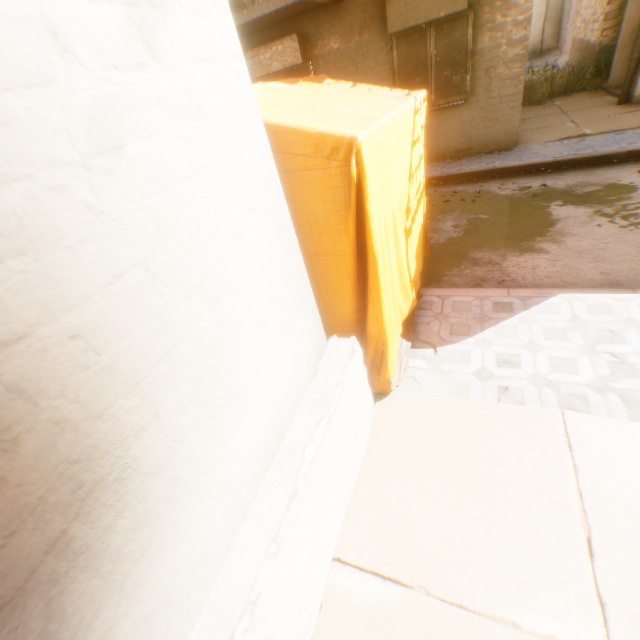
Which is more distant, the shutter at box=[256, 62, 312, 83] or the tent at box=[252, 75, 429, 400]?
the shutter at box=[256, 62, 312, 83]

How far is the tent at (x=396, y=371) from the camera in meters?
1.9

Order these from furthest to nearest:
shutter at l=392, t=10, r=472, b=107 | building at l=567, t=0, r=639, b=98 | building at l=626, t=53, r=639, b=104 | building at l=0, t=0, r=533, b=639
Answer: building at l=567, t=0, r=639, b=98
building at l=626, t=53, r=639, b=104
shutter at l=392, t=10, r=472, b=107
building at l=0, t=0, r=533, b=639

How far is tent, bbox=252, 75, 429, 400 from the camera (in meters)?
1.87

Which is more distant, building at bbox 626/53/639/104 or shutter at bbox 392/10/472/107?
building at bbox 626/53/639/104

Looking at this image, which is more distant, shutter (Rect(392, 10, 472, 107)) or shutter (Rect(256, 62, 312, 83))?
shutter (Rect(256, 62, 312, 83))

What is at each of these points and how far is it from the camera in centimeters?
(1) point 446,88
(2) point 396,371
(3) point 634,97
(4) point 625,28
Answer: (1) shutter, 753cm
(2) tent, 307cm
(3) building, 812cm
(4) building, 878cm

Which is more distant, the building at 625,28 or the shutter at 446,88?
the building at 625,28
